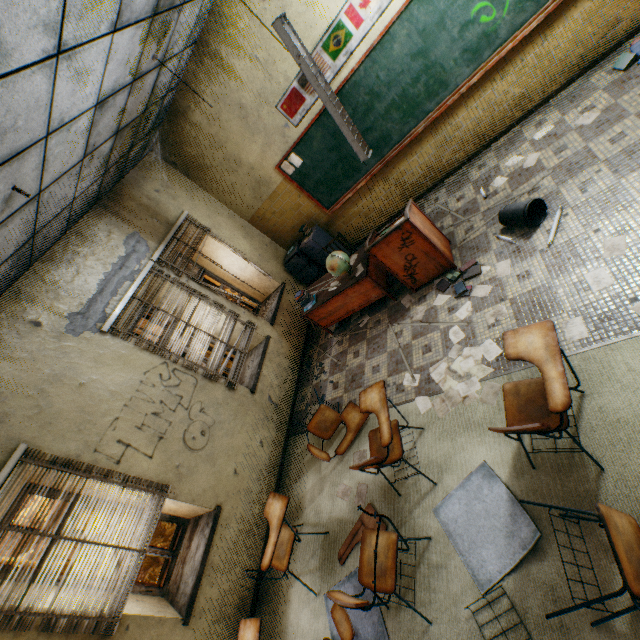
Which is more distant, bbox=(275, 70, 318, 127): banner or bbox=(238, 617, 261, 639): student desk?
bbox=(275, 70, 318, 127): banner

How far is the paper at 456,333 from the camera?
3.5 meters

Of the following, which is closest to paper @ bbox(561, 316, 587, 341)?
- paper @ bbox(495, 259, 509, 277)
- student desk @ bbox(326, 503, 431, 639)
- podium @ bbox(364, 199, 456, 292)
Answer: paper @ bbox(495, 259, 509, 277)

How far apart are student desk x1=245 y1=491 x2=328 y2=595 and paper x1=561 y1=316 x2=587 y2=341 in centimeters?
304cm

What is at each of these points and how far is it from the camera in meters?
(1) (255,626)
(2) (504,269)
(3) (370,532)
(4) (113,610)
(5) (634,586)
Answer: (1) student desk, 2.8 m
(2) paper, 3.5 m
(3) student desk, 2.7 m
(4) blinds, 3.0 m
(5) student desk, 1.5 m

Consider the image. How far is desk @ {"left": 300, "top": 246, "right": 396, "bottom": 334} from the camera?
4.61m

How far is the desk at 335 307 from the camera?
4.6 meters

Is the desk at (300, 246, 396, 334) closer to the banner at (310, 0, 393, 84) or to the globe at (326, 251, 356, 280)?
the globe at (326, 251, 356, 280)
